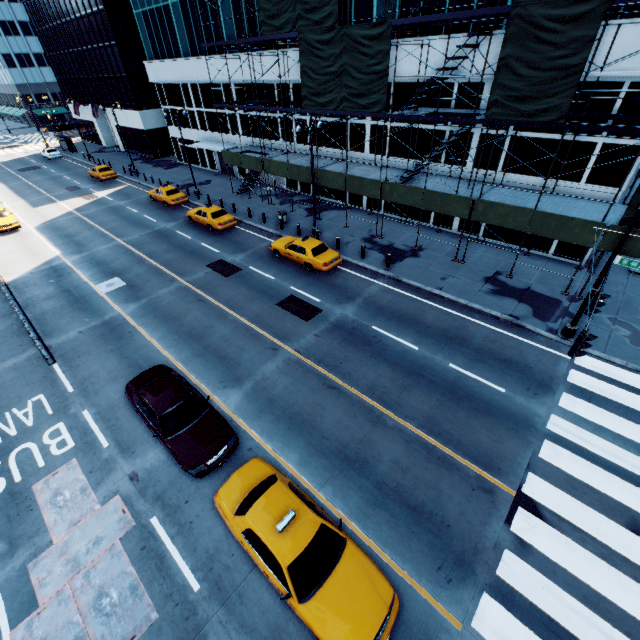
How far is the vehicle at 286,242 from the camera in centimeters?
1945cm

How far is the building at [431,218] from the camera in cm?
2370

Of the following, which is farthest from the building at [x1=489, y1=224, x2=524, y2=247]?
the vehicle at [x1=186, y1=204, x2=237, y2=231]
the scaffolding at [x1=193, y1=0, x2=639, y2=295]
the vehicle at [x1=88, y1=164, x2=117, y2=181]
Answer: the vehicle at [x1=88, y1=164, x2=117, y2=181]

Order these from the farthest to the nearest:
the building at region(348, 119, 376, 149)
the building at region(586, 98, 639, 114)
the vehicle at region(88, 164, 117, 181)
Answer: the vehicle at region(88, 164, 117, 181) → the building at region(348, 119, 376, 149) → the building at region(586, 98, 639, 114)

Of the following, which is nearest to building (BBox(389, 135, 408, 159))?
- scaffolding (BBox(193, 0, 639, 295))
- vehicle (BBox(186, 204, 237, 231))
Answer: scaffolding (BBox(193, 0, 639, 295))

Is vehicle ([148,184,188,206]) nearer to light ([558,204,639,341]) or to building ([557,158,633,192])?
building ([557,158,633,192])

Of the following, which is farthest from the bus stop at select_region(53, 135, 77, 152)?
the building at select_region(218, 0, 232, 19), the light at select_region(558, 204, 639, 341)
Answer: the light at select_region(558, 204, 639, 341)

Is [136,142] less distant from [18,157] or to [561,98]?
[18,157]
